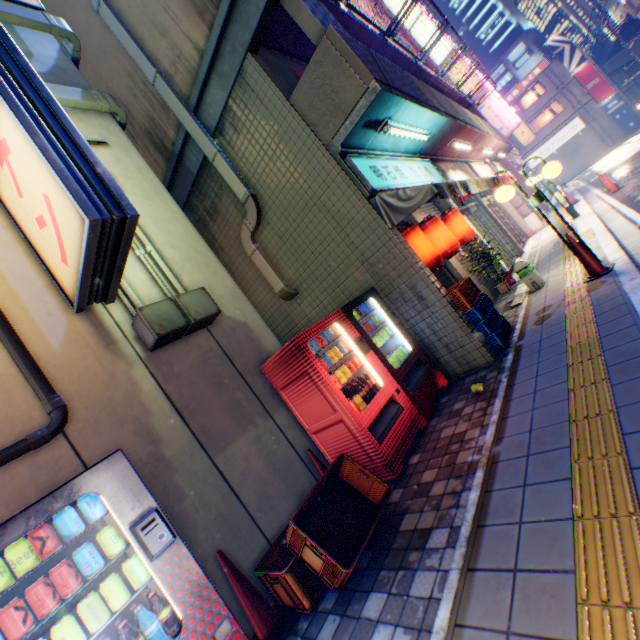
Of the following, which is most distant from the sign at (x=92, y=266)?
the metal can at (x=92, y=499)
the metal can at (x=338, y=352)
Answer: the metal can at (x=338, y=352)

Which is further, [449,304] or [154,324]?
[449,304]

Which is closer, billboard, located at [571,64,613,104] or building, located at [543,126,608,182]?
billboard, located at [571,64,613,104]

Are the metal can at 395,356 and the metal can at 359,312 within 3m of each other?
yes

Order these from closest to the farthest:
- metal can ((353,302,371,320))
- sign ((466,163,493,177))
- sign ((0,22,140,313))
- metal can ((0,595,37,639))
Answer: metal can ((0,595,37,639))
sign ((0,22,140,313))
metal can ((353,302,371,320))
sign ((466,163,493,177))

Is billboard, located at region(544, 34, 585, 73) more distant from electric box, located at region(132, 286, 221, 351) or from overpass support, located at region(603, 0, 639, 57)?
electric box, located at region(132, 286, 221, 351)

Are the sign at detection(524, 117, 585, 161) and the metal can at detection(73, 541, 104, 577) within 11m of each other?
no

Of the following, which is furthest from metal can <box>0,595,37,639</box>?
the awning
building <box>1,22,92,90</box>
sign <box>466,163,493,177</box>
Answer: sign <box>466,163,493,177</box>
